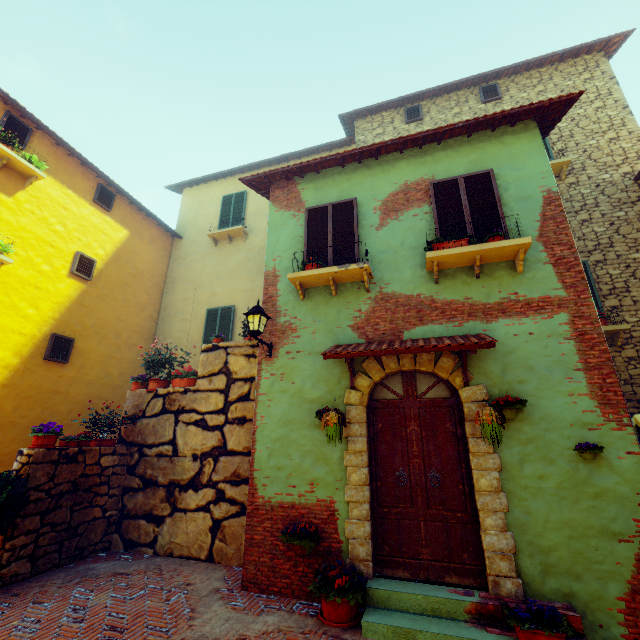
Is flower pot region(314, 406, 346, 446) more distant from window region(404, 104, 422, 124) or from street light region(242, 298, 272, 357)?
window region(404, 104, 422, 124)

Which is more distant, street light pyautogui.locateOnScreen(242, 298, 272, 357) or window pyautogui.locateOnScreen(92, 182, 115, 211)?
window pyautogui.locateOnScreen(92, 182, 115, 211)

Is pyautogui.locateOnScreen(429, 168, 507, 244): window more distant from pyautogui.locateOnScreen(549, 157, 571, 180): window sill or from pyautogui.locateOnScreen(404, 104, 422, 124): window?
pyautogui.locateOnScreen(404, 104, 422, 124): window

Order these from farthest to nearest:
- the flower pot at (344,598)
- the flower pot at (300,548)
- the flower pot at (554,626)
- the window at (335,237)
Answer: the window at (335,237), the flower pot at (300,548), the flower pot at (344,598), the flower pot at (554,626)

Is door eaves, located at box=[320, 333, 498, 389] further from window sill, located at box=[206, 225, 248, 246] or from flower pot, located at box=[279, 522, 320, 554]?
window sill, located at box=[206, 225, 248, 246]

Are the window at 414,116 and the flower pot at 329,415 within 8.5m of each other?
no

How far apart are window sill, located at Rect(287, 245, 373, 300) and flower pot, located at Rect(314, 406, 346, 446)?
2.14m

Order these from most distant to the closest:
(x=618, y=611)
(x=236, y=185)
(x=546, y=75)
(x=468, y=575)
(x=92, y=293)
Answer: (x=236, y=185) < (x=546, y=75) < (x=92, y=293) < (x=468, y=575) < (x=618, y=611)
